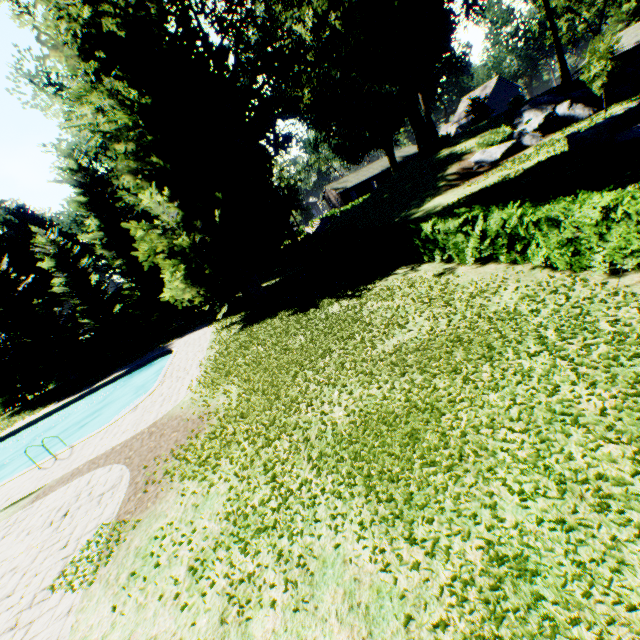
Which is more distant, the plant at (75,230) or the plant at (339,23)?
the plant at (75,230)

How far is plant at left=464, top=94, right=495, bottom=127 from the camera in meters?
52.9

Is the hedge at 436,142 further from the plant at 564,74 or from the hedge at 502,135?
the hedge at 502,135

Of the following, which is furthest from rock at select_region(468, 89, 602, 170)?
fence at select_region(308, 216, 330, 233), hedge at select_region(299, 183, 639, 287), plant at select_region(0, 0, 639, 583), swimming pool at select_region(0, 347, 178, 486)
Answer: swimming pool at select_region(0, 347, 178, 486)

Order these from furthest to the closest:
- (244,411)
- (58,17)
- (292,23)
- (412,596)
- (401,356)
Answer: (292,23) < (58,17) < (244,411) < (401,356) < (412,596)

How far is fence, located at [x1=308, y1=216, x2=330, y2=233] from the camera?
40.5 meters

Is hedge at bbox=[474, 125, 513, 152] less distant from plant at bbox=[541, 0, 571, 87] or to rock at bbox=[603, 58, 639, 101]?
rock at bbox=[603, 58, 639, 101]

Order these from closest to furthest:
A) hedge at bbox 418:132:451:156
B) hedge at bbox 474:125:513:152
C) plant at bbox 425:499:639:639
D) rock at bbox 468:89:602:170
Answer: plant at bbox 425:499:639:639 → rock at bbox 468:89:602:170 → hedge at bbox 474:125:513:152 → hedge at bbox 418:132:451:156
